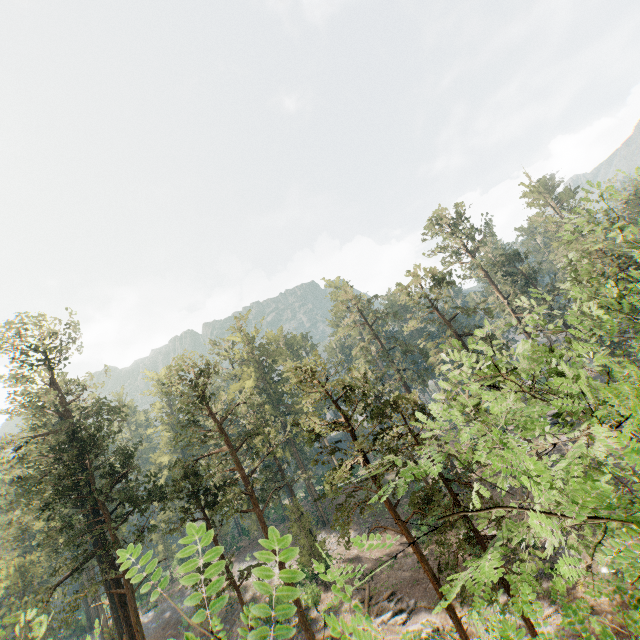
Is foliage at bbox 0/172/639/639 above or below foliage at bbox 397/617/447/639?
above

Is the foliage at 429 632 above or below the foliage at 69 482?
below

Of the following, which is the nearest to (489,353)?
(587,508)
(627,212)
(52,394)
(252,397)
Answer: (587,508)
